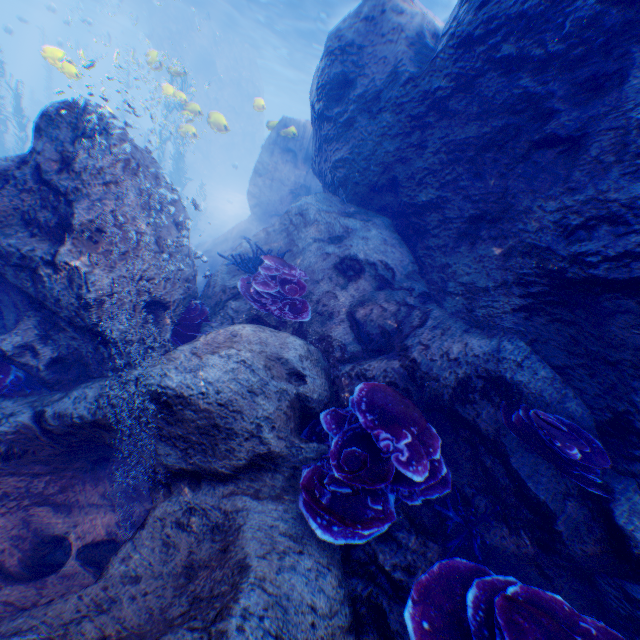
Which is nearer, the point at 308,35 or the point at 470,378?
the point at 470,378

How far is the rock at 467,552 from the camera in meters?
3.3

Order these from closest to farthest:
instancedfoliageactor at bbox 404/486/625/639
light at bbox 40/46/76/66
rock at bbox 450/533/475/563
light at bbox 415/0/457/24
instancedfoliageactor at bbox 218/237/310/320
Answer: instancedfoliageactor at bbox 404/486/625/639
rock at bbox 450/533/475/563
instancedfoliageactor at bbox 218/237/310/320
light at bbox 40/46/76/66
light at bbox 415/0/457/24

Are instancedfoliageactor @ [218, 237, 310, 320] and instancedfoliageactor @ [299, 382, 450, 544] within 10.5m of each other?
yes

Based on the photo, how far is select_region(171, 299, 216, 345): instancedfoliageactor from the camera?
4.8 meters

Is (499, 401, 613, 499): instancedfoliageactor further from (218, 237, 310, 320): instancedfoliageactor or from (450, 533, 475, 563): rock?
(218, 237, 310, 320): instancedfoliageactor

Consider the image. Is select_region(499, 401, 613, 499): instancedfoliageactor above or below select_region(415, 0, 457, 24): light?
below

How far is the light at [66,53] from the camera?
9.24m
